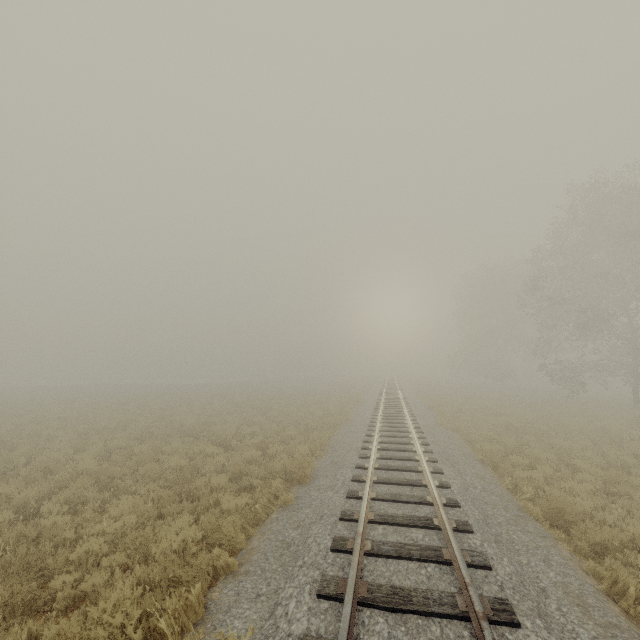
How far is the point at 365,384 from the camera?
49.84m
